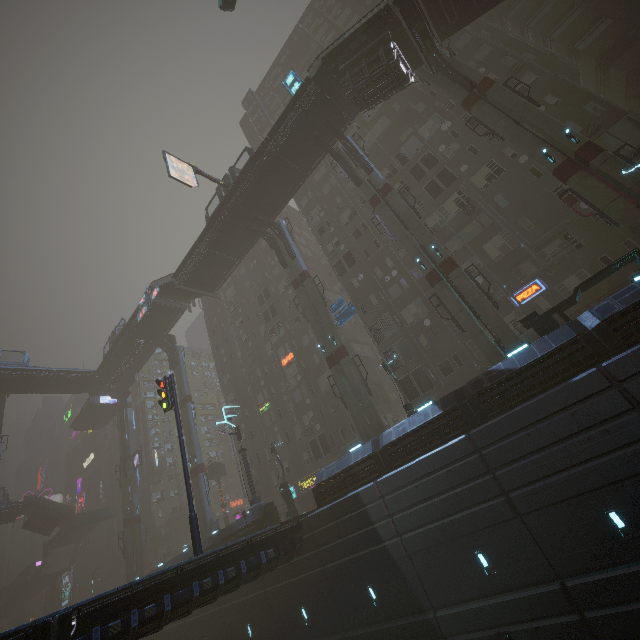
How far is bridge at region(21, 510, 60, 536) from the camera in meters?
48.1

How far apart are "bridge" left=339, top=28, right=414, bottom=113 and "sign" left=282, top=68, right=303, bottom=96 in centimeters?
379cm

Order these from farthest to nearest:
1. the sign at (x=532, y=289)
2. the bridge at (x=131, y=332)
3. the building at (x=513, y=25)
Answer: the bridge at (x=131, y=332) < the sign at (x=532, y=289) < the building at (x=513, y=25)

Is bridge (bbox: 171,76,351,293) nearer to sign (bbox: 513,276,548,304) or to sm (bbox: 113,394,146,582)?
sm (bbox: 113,394,146,582)

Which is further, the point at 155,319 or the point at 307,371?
the point at 155,319

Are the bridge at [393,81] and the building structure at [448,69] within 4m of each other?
yes

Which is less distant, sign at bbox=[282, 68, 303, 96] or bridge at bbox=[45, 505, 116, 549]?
sign at bbox=[282, 68, 303, 96]

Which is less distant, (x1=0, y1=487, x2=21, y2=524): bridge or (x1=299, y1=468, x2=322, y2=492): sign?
(x1=299, y1=468, x2=322, y2=492): sign
